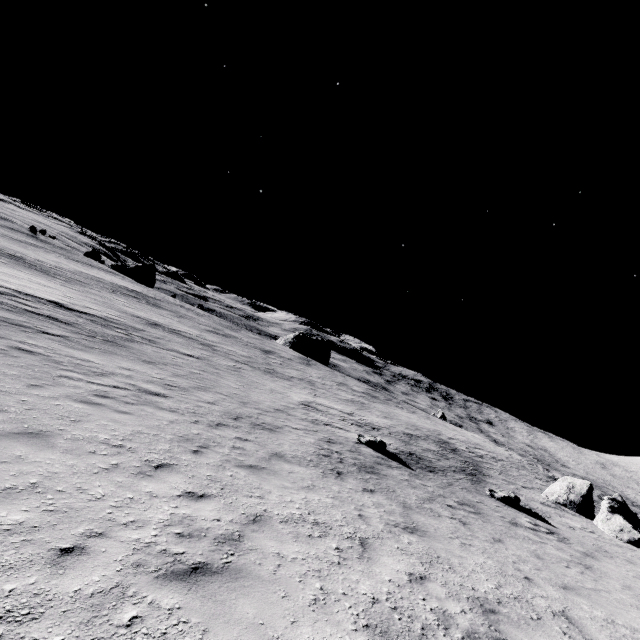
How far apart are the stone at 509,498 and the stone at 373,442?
5.5m

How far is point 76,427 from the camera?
6.34m

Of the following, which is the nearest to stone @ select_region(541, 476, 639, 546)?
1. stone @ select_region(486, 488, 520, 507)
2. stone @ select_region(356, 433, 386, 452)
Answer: stone @ select_region(486, 488, 520, 507)

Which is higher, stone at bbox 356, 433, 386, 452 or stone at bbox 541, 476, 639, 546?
stone at bbox 541, 476, 639, 546

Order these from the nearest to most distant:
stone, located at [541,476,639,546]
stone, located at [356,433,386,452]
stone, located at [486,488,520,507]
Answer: stone, located at [486,488,520,507] < stone, located at [356,433,386,452] < stone, located at [541,476,639,546]

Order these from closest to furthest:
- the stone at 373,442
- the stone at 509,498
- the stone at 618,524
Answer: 1. the stone at 509,498
2. the stone at 373,442
3. the stone at 618,524

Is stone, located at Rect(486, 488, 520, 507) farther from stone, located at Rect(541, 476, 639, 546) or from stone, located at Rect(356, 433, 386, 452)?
stone, located at Rect(541, 476, 639, 546)

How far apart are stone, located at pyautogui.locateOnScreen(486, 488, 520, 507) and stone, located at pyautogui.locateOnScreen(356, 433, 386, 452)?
5.5m
